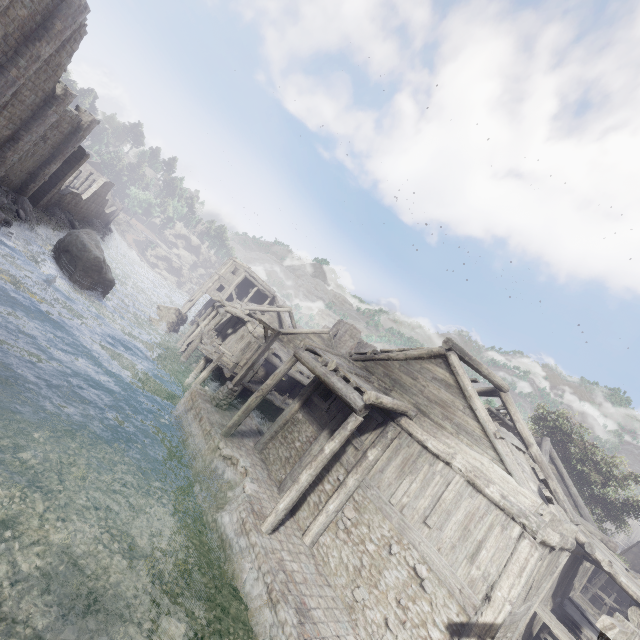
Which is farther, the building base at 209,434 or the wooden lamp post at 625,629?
the building base at 209,434

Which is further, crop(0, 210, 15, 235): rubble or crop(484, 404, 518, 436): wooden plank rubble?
crop(0, 210, 15, 235): rubble

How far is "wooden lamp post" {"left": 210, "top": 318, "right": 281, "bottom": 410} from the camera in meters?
15.7 m

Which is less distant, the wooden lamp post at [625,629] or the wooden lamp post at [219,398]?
the wooden lamp post at [625,629]

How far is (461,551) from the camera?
8.5 meters

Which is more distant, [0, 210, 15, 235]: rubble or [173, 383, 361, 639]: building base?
[0, 210, 15, 235]: rubble

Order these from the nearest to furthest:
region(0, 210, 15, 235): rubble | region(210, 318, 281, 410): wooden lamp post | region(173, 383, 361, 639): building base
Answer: region(173, 383, 361, 639): building base → region(210, 318, 281, 410): wooden lamp post → region(0, 210, 15, 235): rubble

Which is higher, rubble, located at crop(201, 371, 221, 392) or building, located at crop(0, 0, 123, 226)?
building, located at crop(0, 0, 123, 226)
